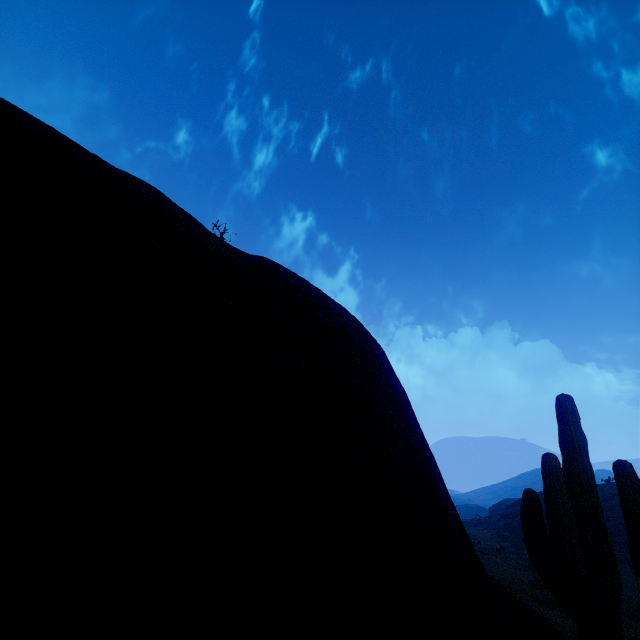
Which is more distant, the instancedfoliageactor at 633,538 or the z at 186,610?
the instancedfoliageactor at 633,538

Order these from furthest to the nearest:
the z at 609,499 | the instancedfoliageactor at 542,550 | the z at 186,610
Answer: the z at 609,499 → the instancedfoliageactor at 542,550 → the z at 186,610

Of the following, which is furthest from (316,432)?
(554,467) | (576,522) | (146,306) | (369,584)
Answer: (576,522)

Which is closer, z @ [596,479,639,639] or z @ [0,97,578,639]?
z @ [0,97,578,639]

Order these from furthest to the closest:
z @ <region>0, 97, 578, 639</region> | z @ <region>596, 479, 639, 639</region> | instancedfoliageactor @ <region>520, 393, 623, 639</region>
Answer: z @ <region>596, 479, 639, 639</region>
instancedfoliageactor @ <region>520, 393, 623, 639</region>
z @ <region>0, 97, 578, 639</region>

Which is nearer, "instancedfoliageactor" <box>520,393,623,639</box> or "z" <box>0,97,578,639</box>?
"z" <box>0,97,578,639</box>
